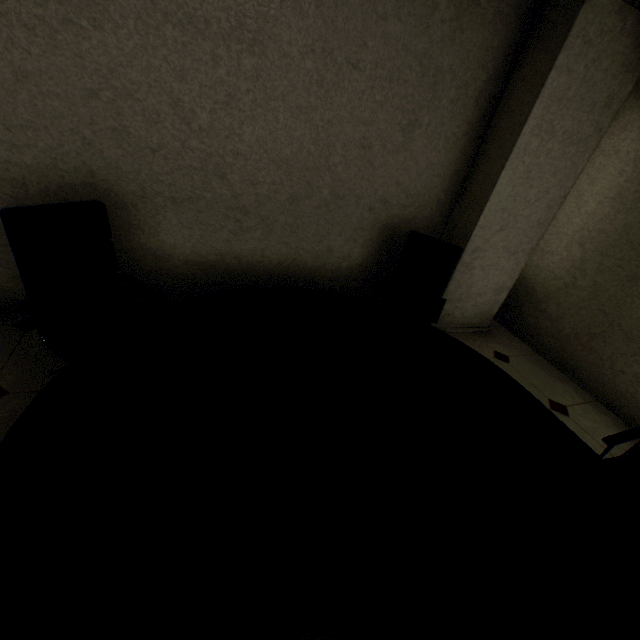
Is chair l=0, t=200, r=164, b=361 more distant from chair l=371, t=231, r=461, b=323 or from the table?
chair l=371, t=231, r=461, b=323

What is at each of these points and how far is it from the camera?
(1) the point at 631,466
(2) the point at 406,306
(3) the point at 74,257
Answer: (1) chair, 1.98m
(2) chair, 3.09m
(3) chair, 1.83m

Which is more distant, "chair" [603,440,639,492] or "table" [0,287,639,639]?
"chair" [603,440,639,492]

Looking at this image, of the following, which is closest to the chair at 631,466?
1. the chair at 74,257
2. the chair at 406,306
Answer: the chair at 406,306

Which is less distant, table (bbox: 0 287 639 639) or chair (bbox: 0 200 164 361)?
table (bbox: 0 287 639 639)

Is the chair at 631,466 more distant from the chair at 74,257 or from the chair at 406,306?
the chair at 74,257

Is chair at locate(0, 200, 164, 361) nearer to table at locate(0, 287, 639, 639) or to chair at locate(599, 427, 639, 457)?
table at locate(0, 287, 639, 639)

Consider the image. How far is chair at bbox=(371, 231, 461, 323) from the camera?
2.79m
